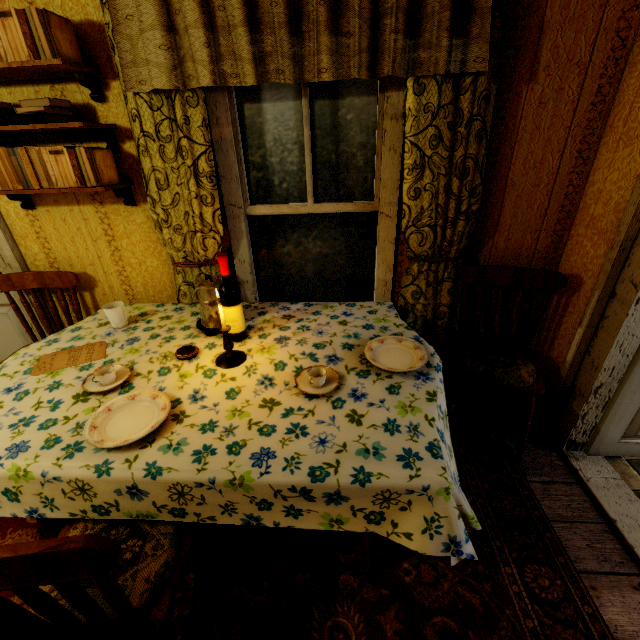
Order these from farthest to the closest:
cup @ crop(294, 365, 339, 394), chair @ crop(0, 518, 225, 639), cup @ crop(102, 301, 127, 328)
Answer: cup @ crop(102, 301, 127, 328), cup @ crop(294, 365, 339, 394), chair @ crop(0, 518, 225, 639)

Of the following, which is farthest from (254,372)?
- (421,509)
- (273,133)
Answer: (273,133)

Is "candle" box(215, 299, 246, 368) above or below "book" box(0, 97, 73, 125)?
below

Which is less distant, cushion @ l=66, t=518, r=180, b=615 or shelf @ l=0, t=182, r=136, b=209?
cushion @ l=66, t=518, r=180, b=615

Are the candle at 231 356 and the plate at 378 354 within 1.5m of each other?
yes

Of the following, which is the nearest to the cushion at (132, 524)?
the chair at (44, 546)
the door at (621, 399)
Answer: the chair at (44, 546)

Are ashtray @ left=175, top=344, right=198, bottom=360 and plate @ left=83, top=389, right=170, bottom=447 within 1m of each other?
yes

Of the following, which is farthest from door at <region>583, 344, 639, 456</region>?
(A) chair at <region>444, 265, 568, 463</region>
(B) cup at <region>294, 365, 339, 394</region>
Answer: (B) cup at <region>294, 365, 339, 394</region>
